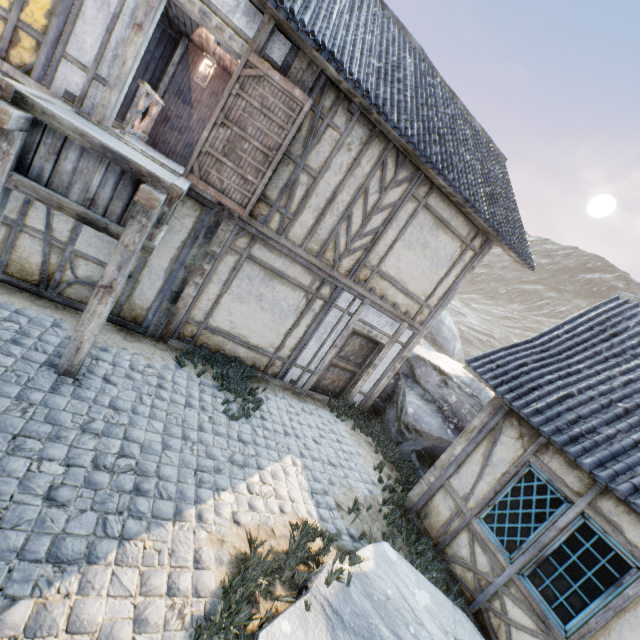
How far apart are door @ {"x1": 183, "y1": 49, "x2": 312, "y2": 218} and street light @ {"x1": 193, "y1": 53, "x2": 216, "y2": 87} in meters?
2.8 m

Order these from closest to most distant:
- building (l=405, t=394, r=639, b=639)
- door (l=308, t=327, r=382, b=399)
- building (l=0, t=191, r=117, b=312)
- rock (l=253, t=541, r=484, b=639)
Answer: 1. rock (l=253, t=541, r=484, b=639)
2. building (l=405, t=394, r=639, b=639)
3. building (l=0, t=191, r=117, b=312)
4. door (l=308, t=327, r=382, b=399)

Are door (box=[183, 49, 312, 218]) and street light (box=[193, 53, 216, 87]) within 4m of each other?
yes

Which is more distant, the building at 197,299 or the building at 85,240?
the building at 197,299

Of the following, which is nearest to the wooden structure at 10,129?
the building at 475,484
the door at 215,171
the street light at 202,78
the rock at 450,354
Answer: the door at 215,171

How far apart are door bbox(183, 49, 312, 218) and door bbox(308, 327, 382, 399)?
3.6m

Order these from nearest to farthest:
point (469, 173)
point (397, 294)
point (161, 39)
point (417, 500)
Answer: point (417, 500)
point (469, 173)
point (397, 294)
point (161, 39)

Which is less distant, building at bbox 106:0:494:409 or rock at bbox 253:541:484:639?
rock at bbox 253:541:484:639
